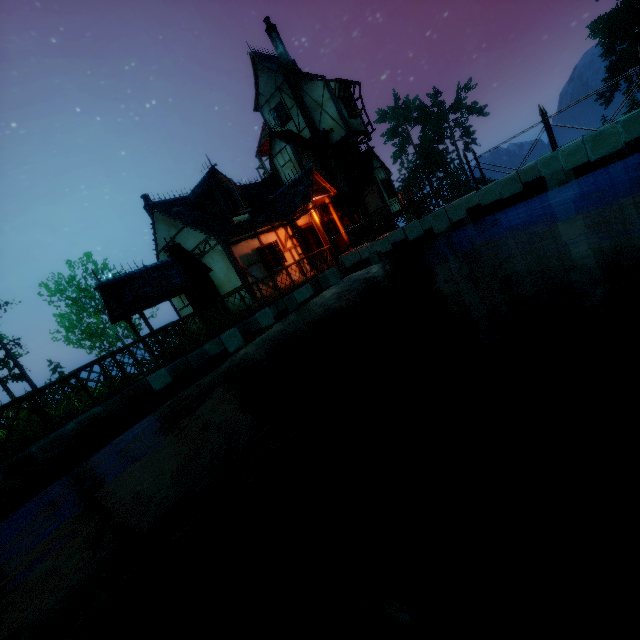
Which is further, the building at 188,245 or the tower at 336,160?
the tower at 336,160

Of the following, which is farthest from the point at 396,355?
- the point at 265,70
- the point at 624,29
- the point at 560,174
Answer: the point at 624,29

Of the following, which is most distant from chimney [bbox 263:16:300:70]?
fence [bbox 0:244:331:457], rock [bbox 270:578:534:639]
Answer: rock [bbox 270:578:534:639]

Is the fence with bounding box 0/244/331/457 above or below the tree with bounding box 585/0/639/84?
below

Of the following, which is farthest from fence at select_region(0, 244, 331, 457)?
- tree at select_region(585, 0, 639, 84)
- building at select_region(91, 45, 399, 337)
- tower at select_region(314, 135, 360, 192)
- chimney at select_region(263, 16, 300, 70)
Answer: chimney at select_region(263, 16, 300, 70)

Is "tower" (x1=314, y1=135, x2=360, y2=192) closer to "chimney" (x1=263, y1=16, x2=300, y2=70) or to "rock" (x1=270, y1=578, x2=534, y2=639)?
"chimney" (x1=263, y1=16, x2=300, y2=70)

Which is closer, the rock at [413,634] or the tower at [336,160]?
the rock at [413,634]

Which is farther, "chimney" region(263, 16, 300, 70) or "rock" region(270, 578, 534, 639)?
"chimney" region(263, 16, 300, 70)
